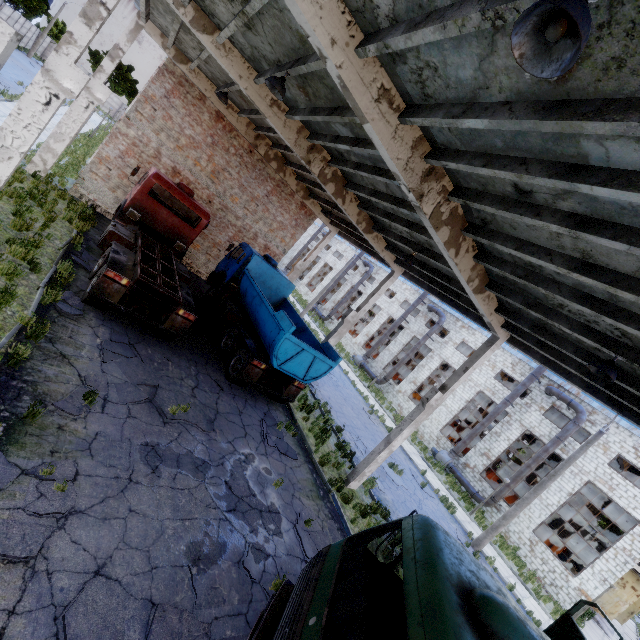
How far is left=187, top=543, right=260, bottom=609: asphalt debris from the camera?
5.2 meters

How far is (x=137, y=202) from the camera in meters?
13.0 m

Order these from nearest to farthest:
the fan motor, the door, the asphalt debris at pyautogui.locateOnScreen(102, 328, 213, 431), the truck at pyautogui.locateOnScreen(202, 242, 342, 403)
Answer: the asphalt debris at pyautogui.locateOnScreen(102, 328, 213, 431) → the truck at pyautogui.locateOnScreen(202, 242, 342, 403) → the door → the fan motor

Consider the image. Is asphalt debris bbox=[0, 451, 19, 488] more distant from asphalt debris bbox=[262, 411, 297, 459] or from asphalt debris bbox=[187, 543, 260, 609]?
asphalt debris bbox=[262, 411, 297, 459]

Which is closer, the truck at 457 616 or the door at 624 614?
the truck at 457 616

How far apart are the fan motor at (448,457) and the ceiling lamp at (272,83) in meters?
26.8 m

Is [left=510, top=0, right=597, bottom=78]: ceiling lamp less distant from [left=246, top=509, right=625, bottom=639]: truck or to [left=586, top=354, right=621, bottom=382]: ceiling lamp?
[left=246, top=509, right=625, bottom=639]: truck

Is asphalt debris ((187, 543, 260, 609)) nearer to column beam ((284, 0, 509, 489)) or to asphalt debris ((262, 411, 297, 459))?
asphalt debris ((262, 411, 297, 459))
